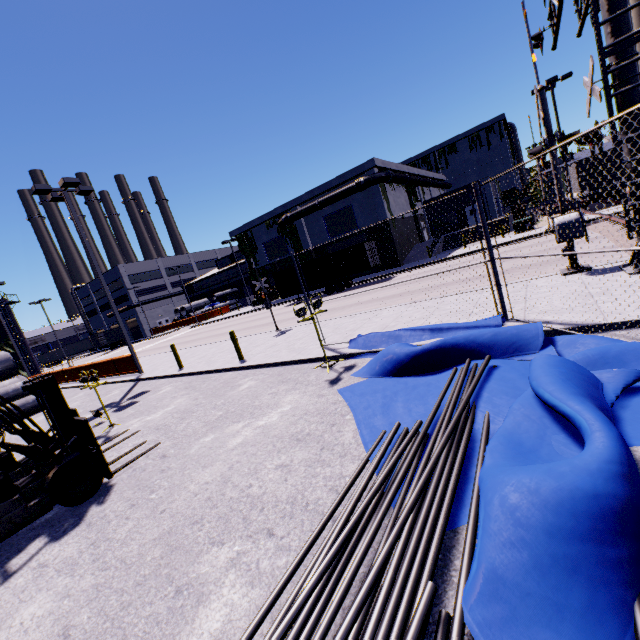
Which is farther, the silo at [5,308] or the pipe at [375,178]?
the silo at [5,308]

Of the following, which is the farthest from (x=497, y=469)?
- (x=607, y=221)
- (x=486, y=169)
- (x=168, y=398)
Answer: (x=486, y=169)

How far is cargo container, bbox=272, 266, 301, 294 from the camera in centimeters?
3188cm

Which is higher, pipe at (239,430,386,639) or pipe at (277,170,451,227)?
pipe at (277,170,451,227)

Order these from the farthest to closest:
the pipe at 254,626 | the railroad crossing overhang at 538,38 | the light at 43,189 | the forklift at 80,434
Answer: the light at 43,189
the railroad crossing overhang at 538,38
the forklift at 80,434
the pipe at 254,626

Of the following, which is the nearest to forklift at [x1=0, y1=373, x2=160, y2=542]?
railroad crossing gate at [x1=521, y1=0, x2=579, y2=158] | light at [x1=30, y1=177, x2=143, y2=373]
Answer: railroad crossing gate at [x1=521, y1=0, x2=579, y2=158]

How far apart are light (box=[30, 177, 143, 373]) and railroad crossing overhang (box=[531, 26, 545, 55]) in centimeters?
1859cm

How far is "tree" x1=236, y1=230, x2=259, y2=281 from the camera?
42.8 meters
